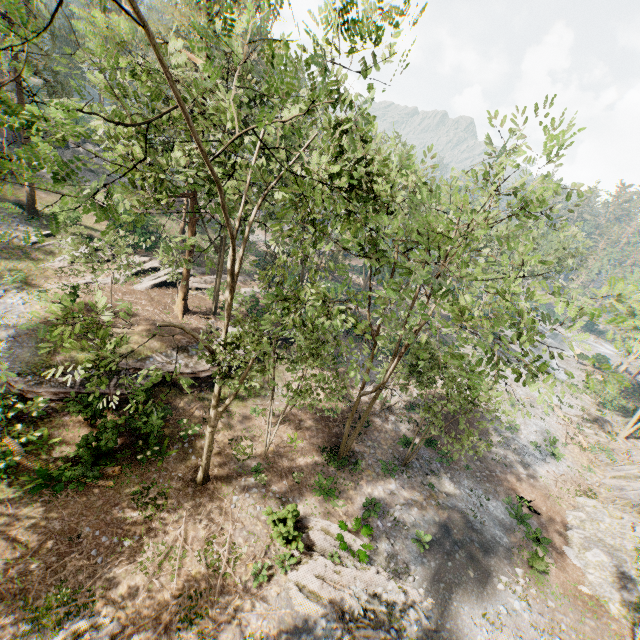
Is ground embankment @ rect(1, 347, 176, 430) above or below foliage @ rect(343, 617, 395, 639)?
above

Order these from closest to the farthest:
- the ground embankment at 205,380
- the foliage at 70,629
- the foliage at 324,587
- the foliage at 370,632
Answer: the foliage at 70,629
the foliage at 370,632
the foliage at 324,587
the ground embankment at 205,380

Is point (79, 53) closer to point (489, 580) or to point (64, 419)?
point (64, 419)

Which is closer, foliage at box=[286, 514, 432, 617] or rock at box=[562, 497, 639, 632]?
foliage at box=[286, 514, 432, 617]

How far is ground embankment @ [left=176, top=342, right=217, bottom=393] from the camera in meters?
21.9 m

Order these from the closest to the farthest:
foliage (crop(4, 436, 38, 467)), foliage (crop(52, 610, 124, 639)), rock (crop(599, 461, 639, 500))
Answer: foliage (crop(52, 610, 124, 639)) → foliage (crop(4, 436, 38, 467)) → rock (crop(599, 461, 639, 500))

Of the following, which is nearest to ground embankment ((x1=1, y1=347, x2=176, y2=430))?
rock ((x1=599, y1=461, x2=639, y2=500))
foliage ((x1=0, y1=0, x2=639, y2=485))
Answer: foliage ((x1=0, y1=0, x2=639, y2=485))

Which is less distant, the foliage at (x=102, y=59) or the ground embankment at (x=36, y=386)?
the foliage at (x=102, y=59)
